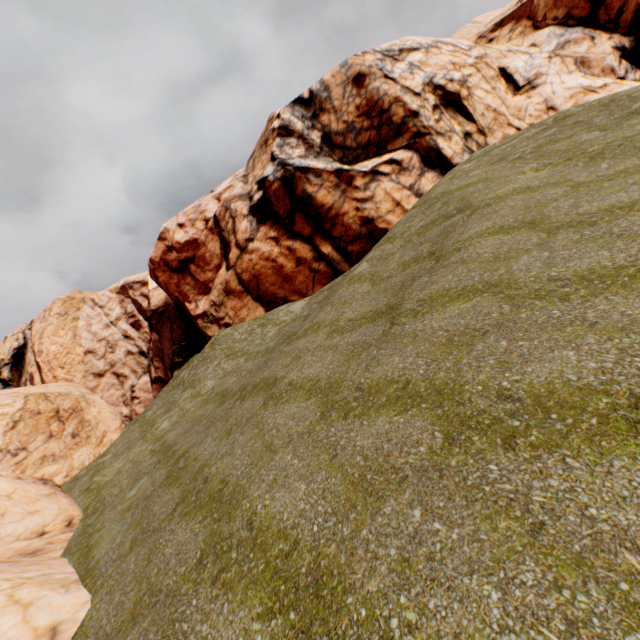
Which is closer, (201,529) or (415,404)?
(415,404)
